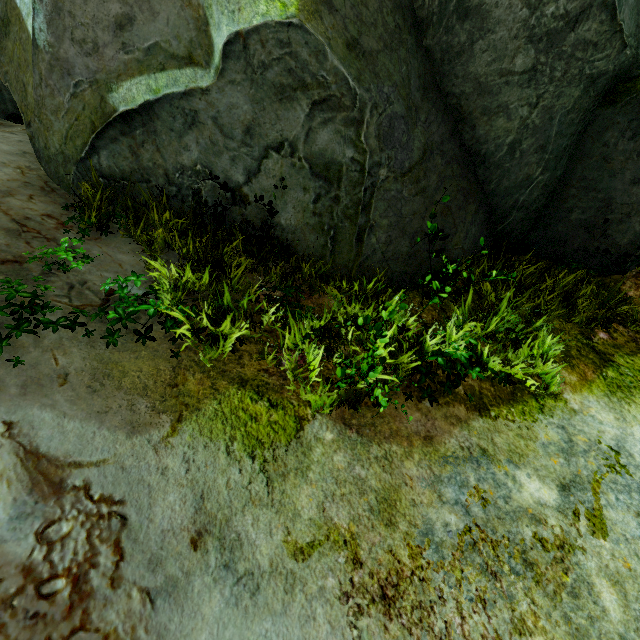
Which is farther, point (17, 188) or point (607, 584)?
point (17, 188)
